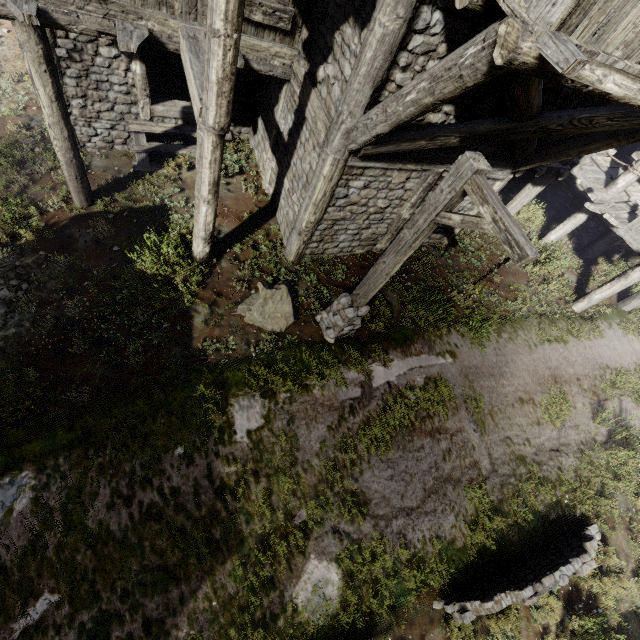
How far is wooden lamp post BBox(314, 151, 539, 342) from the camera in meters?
3.7

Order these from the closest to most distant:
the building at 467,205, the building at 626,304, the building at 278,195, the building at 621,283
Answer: the building at 278,195 < the building at 467,205 < the building at 621,283 < the building at 626,304

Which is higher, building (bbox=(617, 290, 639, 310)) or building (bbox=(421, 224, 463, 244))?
building (bbox=(617, 290, 639, 310))

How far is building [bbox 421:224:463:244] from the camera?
9.42m

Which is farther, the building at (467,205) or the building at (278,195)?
the building at (467,205)

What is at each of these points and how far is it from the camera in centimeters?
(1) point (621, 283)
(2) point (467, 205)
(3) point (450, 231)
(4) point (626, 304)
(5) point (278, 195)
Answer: (1) building, 945cm
(2) building, 872cm
(3) building, 971cm
(4) building, 1120cm
(5) building, 876cm

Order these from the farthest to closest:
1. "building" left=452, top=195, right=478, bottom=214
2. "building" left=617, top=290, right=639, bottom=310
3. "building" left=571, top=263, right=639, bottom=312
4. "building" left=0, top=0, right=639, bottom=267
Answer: "building" left=617, top=290, right=639, bottom=310 → "building" left=571, top=263, right=639, bottom=312 → "building" left=452, top=195, right=478, bottom=214 → "building" left=0, top=0, right=639, bottom=267
